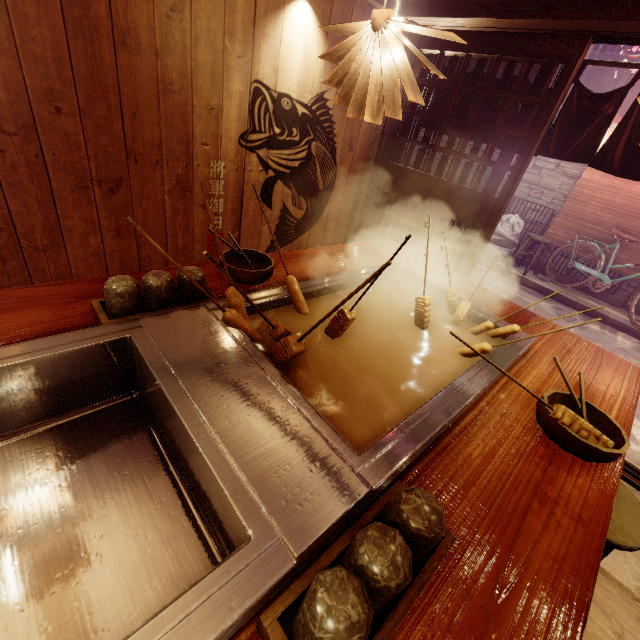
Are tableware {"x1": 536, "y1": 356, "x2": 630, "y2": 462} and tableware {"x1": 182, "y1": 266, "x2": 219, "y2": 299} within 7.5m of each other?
yes

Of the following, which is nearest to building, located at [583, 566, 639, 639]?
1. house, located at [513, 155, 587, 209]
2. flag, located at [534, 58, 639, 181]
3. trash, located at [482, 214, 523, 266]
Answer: flag, located at [534, 58, 639, 181]

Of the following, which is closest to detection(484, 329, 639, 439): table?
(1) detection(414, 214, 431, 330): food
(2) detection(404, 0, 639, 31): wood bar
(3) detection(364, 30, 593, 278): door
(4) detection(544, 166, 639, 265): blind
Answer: (1) detection(414, 214, 431, 330): food

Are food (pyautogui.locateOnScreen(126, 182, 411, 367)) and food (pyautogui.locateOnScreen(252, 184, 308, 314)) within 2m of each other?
yes

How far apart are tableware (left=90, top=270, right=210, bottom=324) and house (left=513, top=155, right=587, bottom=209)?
14.3 meters

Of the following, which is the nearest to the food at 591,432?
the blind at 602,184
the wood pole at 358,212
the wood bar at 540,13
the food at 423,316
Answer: the food at 423,316

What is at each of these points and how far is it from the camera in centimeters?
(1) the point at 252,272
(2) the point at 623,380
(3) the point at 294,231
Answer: (1) tableware, 296cm
(2) table, 307cm
(3) building, 632cm

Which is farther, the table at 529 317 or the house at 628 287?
the house at 628 287
